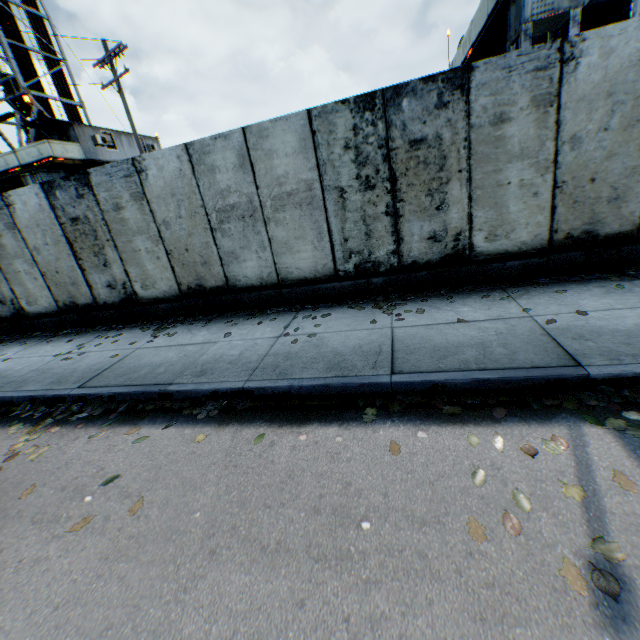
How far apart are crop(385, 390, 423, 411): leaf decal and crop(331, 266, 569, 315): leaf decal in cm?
189

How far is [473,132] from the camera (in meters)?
5.01

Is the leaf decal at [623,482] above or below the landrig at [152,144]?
below

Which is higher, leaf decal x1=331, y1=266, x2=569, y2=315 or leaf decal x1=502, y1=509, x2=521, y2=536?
leaf decal x1=331, y1=266, x2=569, y2=315

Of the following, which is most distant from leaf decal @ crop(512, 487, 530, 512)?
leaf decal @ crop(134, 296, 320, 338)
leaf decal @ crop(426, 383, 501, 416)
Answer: leaf decal @ crop(134, 296, 320, 338)

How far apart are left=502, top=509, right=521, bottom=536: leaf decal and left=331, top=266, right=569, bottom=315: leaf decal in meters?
3.1 m

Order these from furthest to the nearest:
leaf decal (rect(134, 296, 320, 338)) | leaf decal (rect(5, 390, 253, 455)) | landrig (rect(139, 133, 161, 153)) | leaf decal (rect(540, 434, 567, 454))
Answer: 1. landrig (rect(139, 133, 161, 153))
2. leaf decal (rect(134, 296, 320, 338))
3. leaf decal (rect(5, 390, 253, 455))
4. leaf decal (rect(540, 434, 567, 454))

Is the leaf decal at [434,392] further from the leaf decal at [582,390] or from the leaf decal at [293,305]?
the leaf decal at [293,305]
